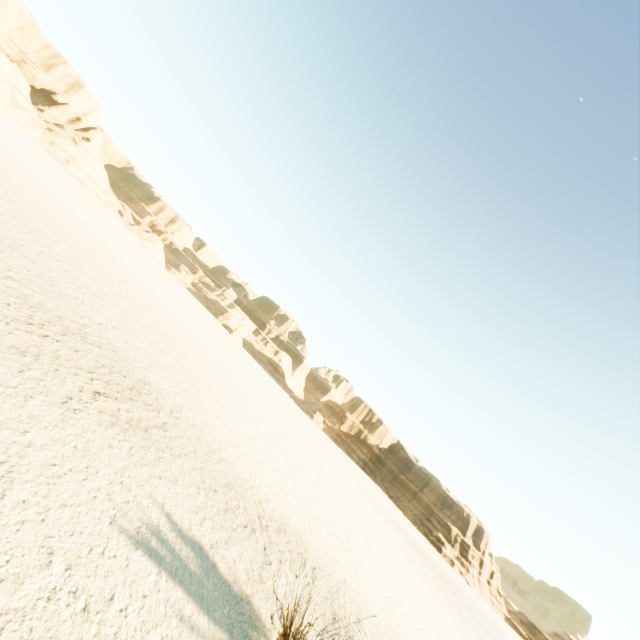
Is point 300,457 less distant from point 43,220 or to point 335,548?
point 335,548
